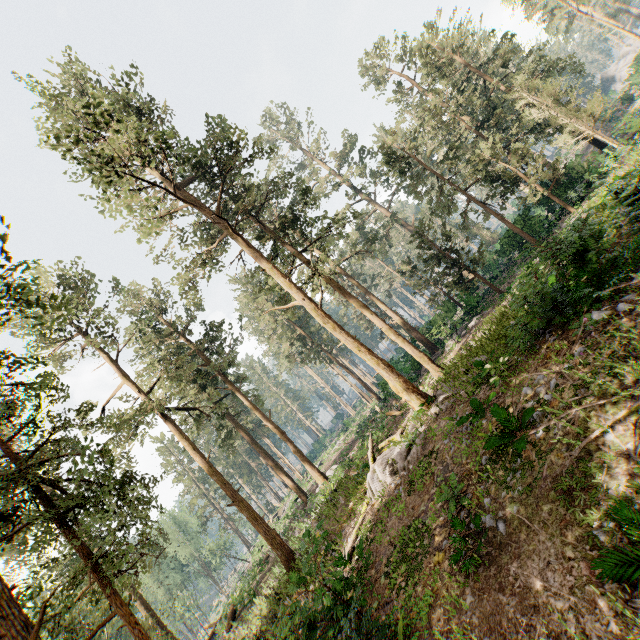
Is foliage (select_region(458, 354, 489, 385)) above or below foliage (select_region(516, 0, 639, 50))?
below

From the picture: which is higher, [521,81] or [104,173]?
[104,173]

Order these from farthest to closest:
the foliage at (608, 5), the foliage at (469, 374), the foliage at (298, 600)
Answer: the foliage at (608, 5) → the foliage at (469, 374) → the foliage at (298, 600)

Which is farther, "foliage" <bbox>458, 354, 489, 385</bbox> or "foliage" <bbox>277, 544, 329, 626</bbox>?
"foliage" <bbox>458, 354, 489, 385</bbox>

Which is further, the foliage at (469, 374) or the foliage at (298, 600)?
the foliage at (469, 374)

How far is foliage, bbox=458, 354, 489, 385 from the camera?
12.81m
